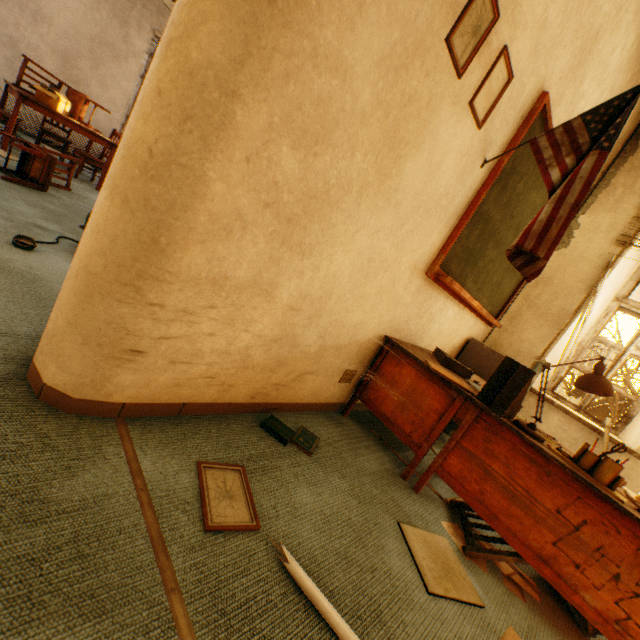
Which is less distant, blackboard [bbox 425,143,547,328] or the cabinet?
blackboard [bbox 425,143,547,328]

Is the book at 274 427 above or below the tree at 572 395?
below

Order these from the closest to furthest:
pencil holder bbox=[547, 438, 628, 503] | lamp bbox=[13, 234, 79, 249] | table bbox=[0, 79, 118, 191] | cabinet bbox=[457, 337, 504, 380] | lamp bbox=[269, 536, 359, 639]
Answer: lamp bbox=[269, 536, 359, 639] → pencil holder bbox=[547, 438, 628, 503] → lamp bbox=[13, 234, 79, 249] → cabinet bbox=[457, 337, 504, 380] → table bbox=[0, 79, 118, 191]

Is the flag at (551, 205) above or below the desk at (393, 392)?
above

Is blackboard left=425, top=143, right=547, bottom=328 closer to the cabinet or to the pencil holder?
the cabinet

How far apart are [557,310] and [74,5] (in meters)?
9.14

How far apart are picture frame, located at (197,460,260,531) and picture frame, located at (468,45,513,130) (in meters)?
2.08

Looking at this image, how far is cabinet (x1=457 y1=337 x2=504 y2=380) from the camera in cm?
327
